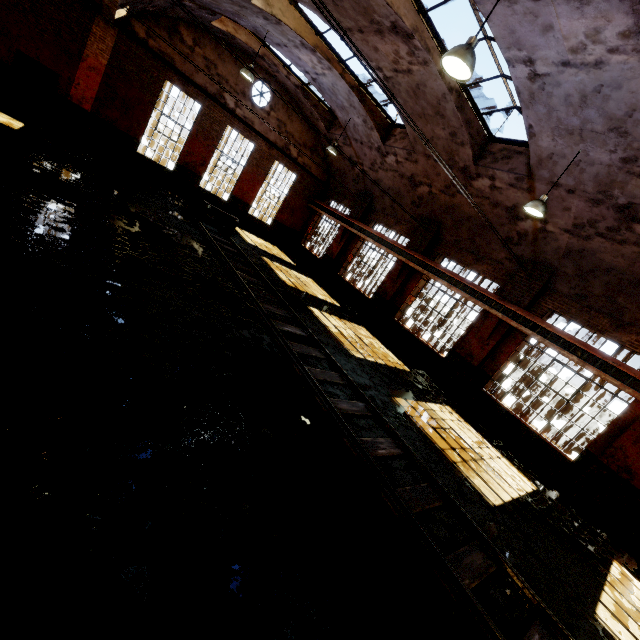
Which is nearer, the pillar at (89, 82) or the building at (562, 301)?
the building at (562, 301)

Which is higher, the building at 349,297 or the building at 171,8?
the building at 171,8

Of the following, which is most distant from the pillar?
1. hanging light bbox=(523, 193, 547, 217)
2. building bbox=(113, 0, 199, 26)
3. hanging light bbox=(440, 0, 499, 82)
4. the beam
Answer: hanging light bbox=(523, 193, 547, 217)

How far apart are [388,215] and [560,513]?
13.92m

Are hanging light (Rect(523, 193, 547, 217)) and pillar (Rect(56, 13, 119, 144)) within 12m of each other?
no

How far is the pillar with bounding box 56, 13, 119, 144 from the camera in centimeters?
1301cm

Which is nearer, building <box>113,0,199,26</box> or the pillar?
building <box>113,0,199,26</box>

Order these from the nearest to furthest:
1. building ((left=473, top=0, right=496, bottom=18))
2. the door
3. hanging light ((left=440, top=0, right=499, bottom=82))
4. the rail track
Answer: the rail track → hanging light ((left=440, top=0, right=499, bottom=82)) → building ((left=473, top=0, right=496, bottom=18)) → the door
